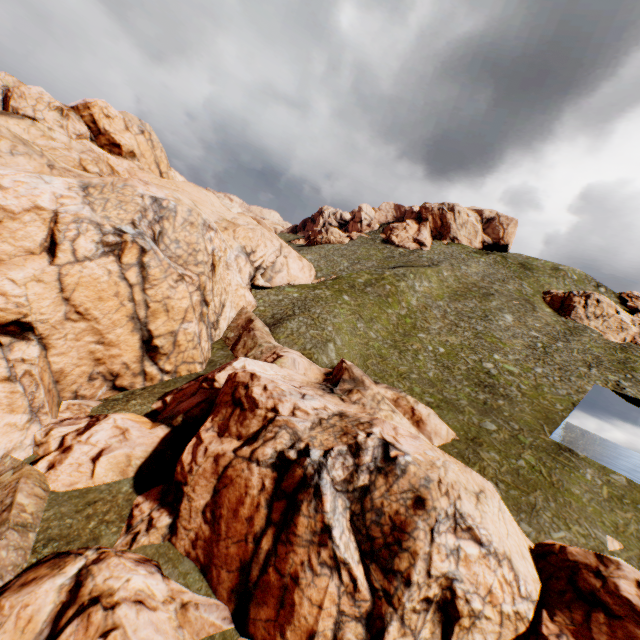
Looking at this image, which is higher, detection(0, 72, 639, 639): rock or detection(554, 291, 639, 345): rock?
detection(554, 291, 639, 345): rock

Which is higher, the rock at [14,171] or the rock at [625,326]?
the rock at [625,326]

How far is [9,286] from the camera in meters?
17.8

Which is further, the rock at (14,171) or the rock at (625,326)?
the rock at (625,326)

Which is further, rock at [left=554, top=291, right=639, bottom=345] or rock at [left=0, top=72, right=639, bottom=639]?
rock at [left=554, top=291, right=639, bottom=345]
